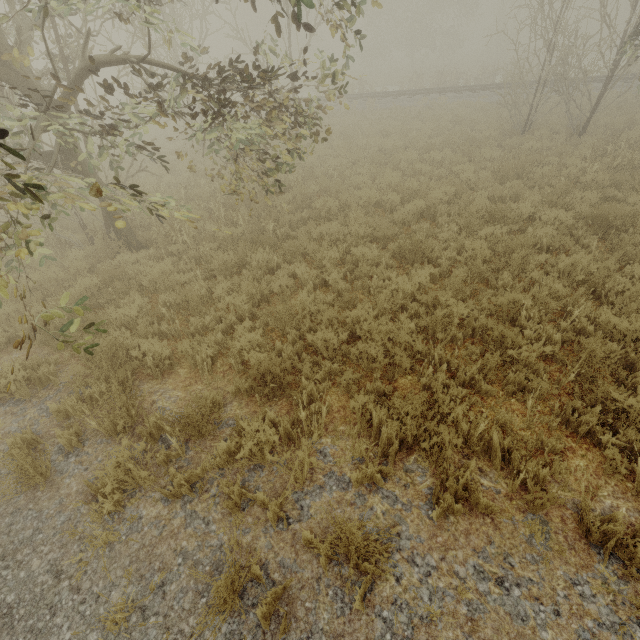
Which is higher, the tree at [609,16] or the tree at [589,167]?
the tree at [609,16]

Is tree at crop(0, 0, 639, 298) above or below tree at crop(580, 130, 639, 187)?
above

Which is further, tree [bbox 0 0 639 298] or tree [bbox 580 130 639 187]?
tree [bbox 580 130 639 187]

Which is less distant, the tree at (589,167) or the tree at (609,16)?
the tree at (609,16)

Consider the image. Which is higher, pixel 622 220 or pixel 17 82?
pixel 17 82
